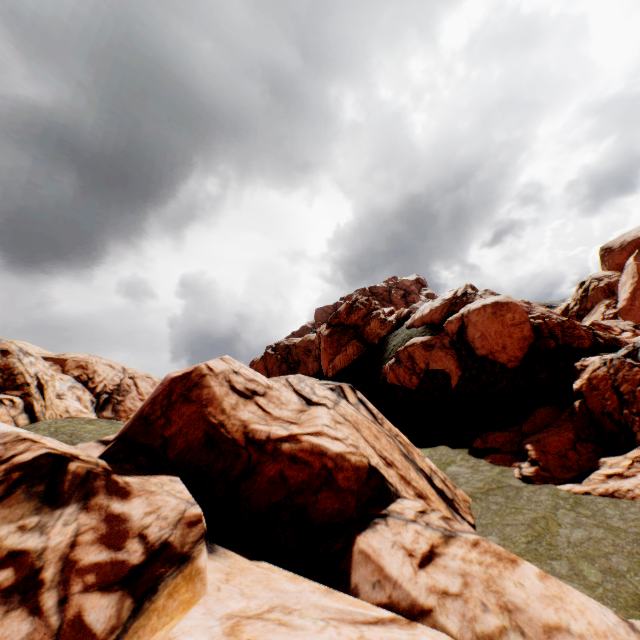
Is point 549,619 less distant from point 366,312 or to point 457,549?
point 457,549
